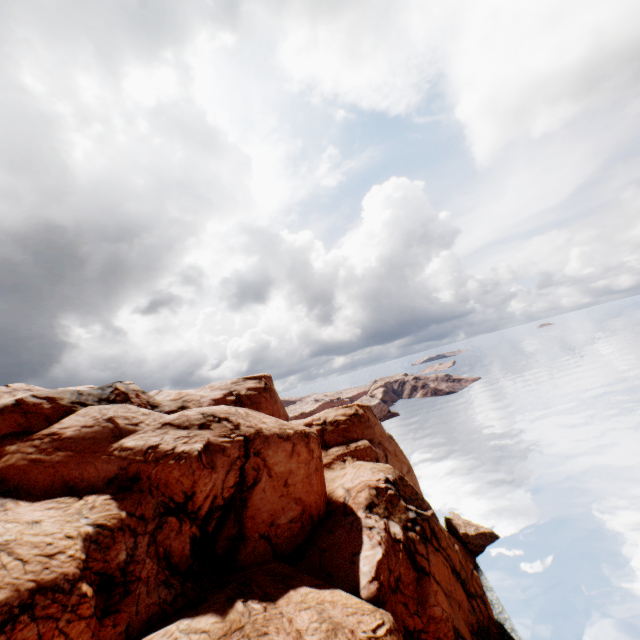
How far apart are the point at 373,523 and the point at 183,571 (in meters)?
13.76
